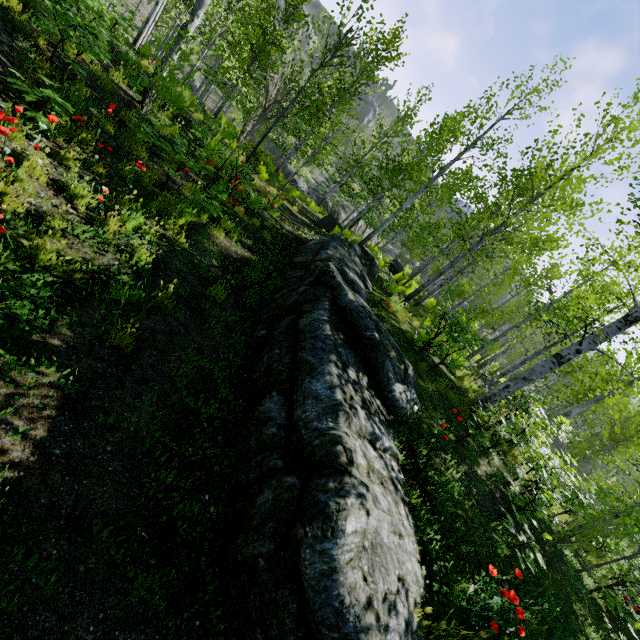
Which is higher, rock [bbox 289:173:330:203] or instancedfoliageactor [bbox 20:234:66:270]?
instancedfoliageactor [bbox 20:234:66:270]

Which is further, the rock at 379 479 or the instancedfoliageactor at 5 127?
the instancedfoliageactor at 5 127

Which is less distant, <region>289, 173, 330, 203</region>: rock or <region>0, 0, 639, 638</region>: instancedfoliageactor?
<region>0, 0, 639, 638</region>: instancedfoliageactor

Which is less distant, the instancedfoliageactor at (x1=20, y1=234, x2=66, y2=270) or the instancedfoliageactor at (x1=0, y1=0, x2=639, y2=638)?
the instancedfoliageactor at (x1=20, y1=234, x2=66, y2=270)

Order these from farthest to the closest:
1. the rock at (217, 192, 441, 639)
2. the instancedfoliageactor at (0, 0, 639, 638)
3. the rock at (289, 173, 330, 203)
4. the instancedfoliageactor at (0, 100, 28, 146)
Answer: the rock at (289, 173, 330, 203) → the instancedfoliageactor at (0, 0, 639, 638) → the instancedfoliageactor at (0, 100, 28, 146) → the rock at (217, 192, 441, 639)

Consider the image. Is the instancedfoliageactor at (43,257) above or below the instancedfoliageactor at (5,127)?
below

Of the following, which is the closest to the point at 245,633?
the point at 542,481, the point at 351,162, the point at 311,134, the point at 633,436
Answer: the point at 542,481

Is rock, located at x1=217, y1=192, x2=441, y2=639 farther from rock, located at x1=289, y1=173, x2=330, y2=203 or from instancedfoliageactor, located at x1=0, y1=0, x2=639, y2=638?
rock, located at x1=289, y1=173, x2=330, y2=203
